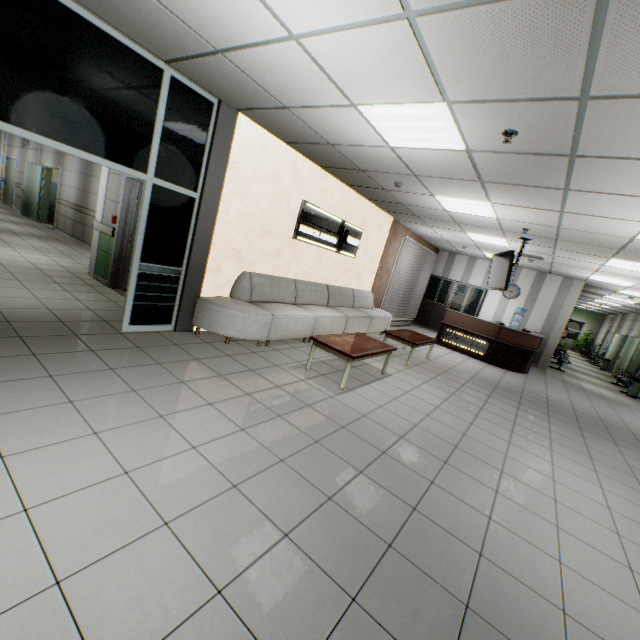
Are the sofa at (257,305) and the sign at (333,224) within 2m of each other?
yes

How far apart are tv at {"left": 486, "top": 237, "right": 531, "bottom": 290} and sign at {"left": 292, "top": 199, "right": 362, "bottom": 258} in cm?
321

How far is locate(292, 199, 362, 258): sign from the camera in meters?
6.2 m

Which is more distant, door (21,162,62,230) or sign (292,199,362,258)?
door (21,162,62,230)

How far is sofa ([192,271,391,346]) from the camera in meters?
4.9 m

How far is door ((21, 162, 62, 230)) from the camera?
11.3m

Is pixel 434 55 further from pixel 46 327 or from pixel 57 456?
pixel 46 327

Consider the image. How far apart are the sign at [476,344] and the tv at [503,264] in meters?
2.0 m
